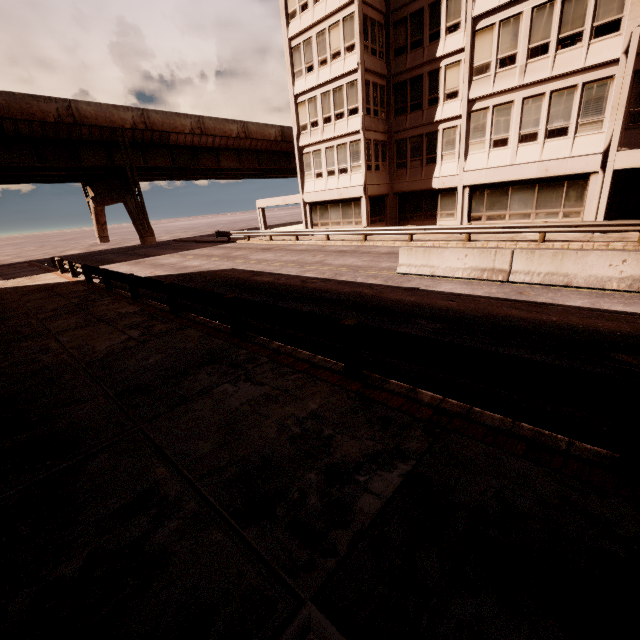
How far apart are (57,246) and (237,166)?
39.1m

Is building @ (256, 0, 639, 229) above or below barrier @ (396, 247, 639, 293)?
above

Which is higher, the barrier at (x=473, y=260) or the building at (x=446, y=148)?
the building at (x=446, y=148)

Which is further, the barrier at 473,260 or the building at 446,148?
the building at 446,148

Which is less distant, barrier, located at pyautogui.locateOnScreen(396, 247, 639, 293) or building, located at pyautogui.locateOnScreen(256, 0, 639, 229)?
barrier, located at pyautogui.locateOnScreen(396, 247, 639, 293)
